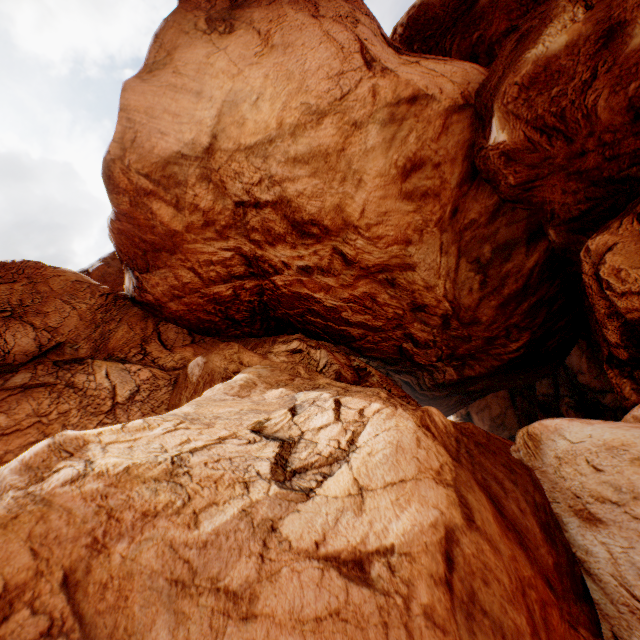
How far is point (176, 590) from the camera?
3.9 meters
